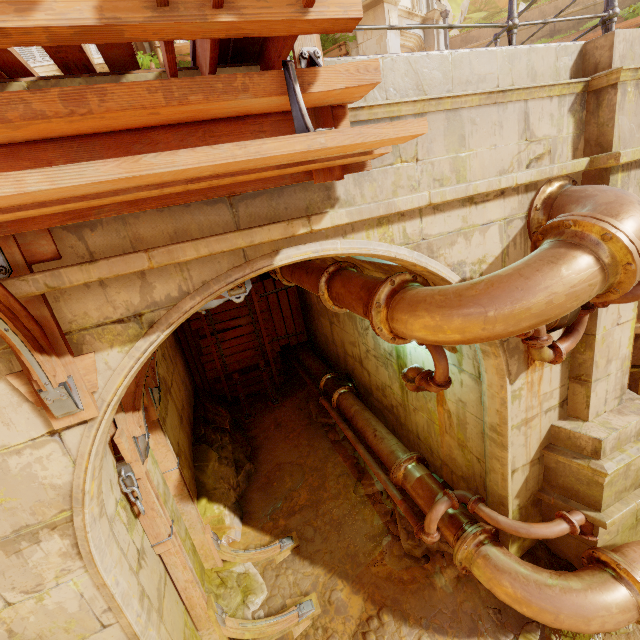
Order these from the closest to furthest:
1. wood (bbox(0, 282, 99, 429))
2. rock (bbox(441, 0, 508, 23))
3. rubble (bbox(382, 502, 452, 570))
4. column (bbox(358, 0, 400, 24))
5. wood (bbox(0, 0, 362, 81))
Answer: wood (bbox(0, 0, 362, 81)) → wood (bbox(0, 282, 99, 429)) → rubble (bbox(382, 502, 452, 570)) → column (bbox(358, 0, 400, 24)) → rock (bbox(441, 0, 508, 23))

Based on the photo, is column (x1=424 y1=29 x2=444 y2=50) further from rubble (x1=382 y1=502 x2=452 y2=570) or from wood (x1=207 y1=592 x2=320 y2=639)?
wood (x1=207 y1=592 x2=320 y2=639)

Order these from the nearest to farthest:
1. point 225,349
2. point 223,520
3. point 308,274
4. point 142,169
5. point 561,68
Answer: point 142,169 → point 561,68 → point 308,274 → point 223,520 → point 225,349

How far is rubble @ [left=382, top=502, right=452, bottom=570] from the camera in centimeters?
488cm

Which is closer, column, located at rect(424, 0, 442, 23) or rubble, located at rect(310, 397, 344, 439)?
rubble, located at rect(310, 397, 344, 439)

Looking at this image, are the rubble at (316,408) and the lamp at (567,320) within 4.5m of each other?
no

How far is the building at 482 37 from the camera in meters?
12.8

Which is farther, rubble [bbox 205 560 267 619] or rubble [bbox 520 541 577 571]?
rubble [bbox 205 560 267 619]
